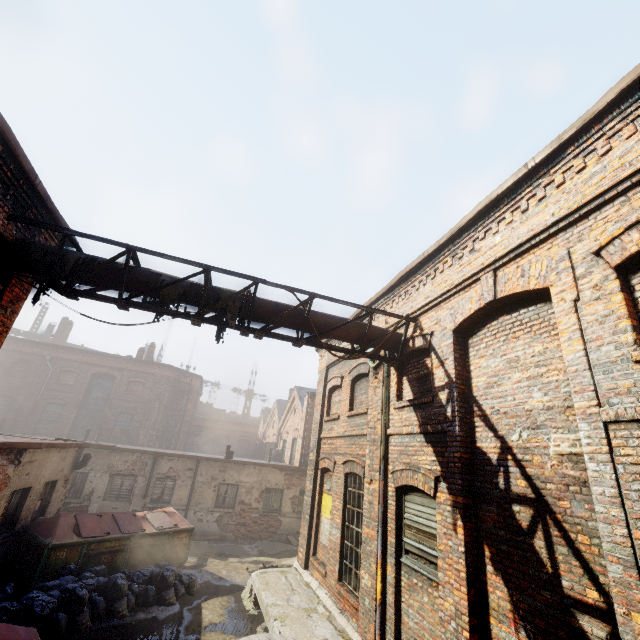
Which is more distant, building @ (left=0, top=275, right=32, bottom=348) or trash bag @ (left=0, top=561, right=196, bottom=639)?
trash bag @ (left=0, top=561, right=196, bottom=639)

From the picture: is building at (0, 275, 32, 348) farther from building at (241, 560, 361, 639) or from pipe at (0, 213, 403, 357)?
building at (241, 560, 361, 639)

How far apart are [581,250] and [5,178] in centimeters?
843cm

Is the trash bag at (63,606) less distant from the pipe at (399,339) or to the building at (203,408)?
the pipe at (399,339)

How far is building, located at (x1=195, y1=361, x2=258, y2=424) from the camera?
46.3 meters

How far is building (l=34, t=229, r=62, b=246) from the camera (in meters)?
6.21

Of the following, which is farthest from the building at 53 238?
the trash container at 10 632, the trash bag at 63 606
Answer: the trash bag at 63 606

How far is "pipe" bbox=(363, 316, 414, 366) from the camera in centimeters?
730cm
